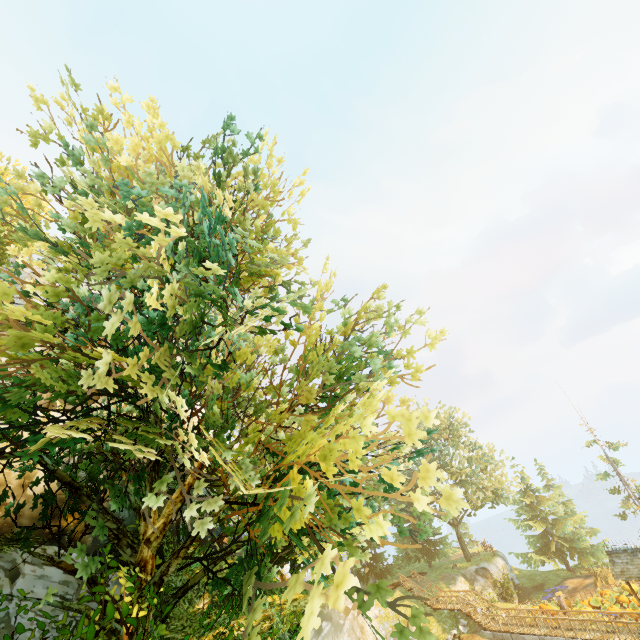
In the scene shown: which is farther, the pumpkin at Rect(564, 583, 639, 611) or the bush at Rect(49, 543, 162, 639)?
the pumpkin at Rect(564, 583, 639, 611)

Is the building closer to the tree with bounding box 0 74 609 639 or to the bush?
the tree with bounding box 0 74 609 639

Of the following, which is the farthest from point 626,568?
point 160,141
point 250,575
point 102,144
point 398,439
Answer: point 102,144

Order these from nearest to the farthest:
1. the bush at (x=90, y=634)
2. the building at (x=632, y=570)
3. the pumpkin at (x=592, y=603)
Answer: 1. the bush at (x=90, y=634)
2. the building at (x=632, y=570)
3. the pumpkin at (x=592, y=603)

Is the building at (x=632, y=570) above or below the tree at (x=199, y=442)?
below

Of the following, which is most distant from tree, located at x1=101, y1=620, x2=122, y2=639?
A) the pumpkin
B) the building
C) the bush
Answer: the pumpkin
